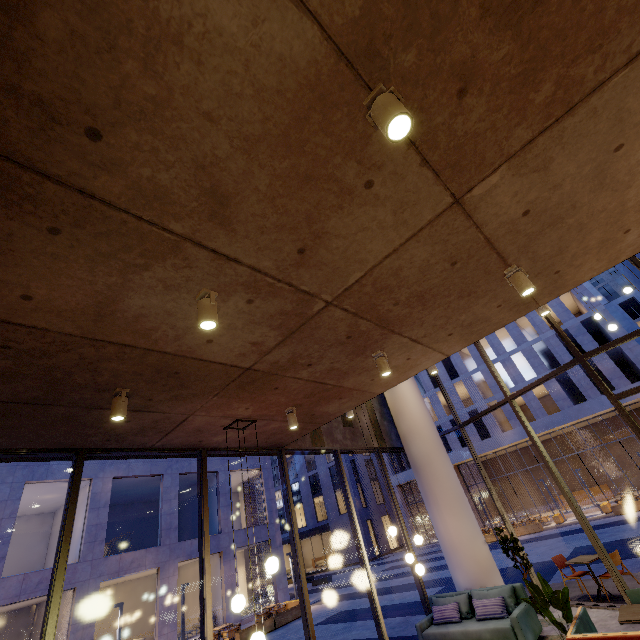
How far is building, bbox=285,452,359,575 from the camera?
37.66m

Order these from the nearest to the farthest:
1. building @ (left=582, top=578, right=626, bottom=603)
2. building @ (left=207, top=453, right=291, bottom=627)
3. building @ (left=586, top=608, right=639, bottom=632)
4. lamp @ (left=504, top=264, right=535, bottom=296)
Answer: lamp @ (left=504, top=264, right=535, bottom=296)
building @ (left=586, top=608, right=639, bottom=632)
building @ (left=582, top=578, right=626, bottom=603)
building @ (left=207, top=453, right=291, bottom=627)

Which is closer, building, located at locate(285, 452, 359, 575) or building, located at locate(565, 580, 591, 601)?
building, located at locate(565, 580, 591, 601)

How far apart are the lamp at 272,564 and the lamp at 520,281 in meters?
4.5

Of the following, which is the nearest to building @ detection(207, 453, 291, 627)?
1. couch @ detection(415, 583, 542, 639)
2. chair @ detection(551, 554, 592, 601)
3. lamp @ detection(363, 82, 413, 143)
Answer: couch @ detection(415, 583, 542, 639)

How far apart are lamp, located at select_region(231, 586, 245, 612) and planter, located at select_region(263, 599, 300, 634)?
14.9m

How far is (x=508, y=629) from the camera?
6.14m

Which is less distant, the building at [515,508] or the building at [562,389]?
the building at [562,389]
